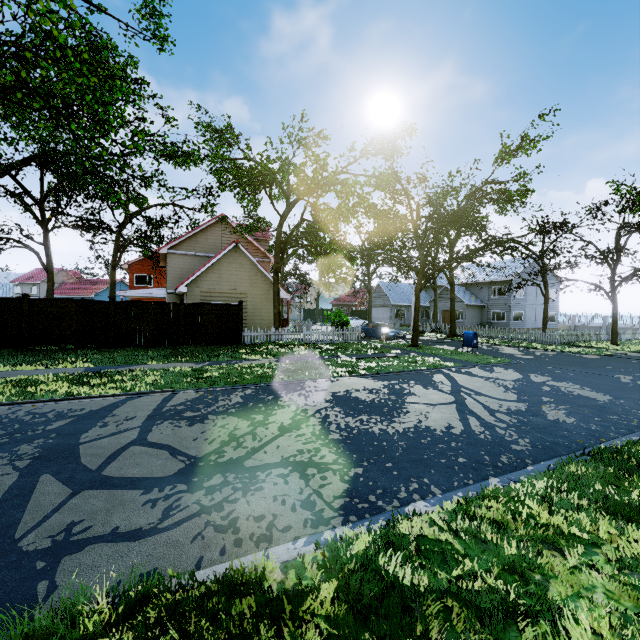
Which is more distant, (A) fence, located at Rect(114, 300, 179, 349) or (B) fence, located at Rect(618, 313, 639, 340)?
(B) fence, located at Rect(618, 313, 639, 340)

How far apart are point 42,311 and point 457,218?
36.31m

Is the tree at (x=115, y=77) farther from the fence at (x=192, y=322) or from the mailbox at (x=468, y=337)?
the mailbox at (x=468, y=337)

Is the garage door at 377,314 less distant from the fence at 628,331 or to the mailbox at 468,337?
the fence at 628,331

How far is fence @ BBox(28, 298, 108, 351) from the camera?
13.9m

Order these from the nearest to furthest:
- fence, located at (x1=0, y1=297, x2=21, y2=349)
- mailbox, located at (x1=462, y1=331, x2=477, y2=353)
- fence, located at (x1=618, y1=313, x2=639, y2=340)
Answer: fence, located at (x1=0, y1=297, x2=21, y2=349)
mailbox, located at (x1=462, y1=331, x2=477, y2=353)
fence, located at (x1=618, y1=313, x2=639, y2=340)

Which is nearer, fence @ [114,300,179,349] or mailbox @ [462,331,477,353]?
fence @ [114,300,179,349]

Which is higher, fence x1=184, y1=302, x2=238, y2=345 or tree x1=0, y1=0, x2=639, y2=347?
tree x1=0, y1=0, x2=639, y2=347
